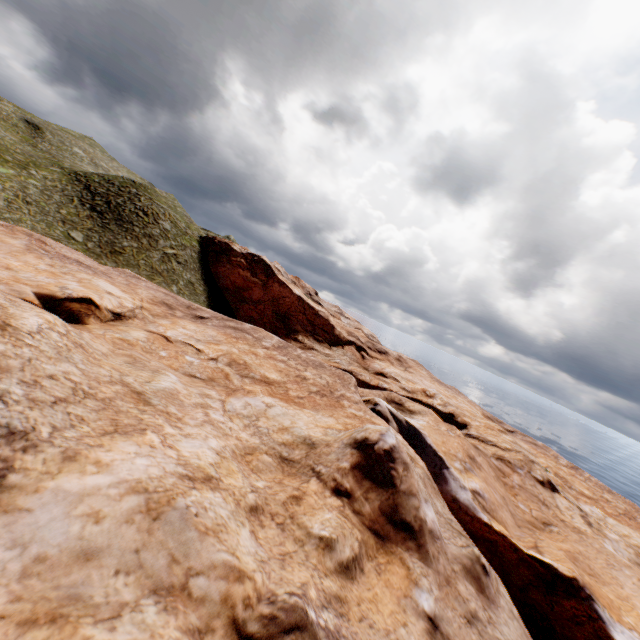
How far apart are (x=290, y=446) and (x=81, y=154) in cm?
7163
